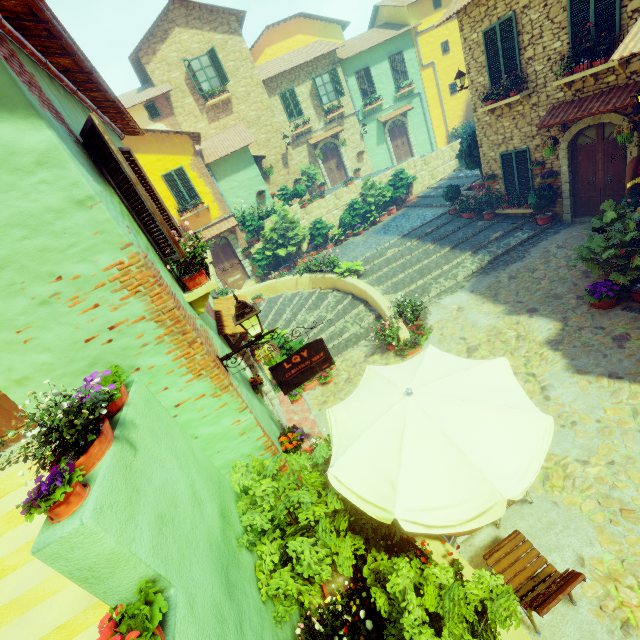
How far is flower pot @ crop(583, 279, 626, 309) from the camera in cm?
734

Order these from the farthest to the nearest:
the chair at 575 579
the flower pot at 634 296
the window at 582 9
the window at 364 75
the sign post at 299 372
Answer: the window at 364 75
the window at 582 9
the flower pot at 634 296
the sign post at 299 372
the chair at 575 579

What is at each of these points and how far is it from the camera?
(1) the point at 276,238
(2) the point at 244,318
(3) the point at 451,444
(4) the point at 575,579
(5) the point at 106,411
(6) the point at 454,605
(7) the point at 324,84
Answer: (1) flower pot, 16.61m
(2) street light, 4.19m
(3) table, 3.23m
(4) chair, 3.29m
(5) flower pot, 2.47m
(6) potted tree, 2.93m
(7) window, 20.38m

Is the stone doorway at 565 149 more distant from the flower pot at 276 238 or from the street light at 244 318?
the street light at 244 318

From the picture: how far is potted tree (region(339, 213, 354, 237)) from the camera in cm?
1795

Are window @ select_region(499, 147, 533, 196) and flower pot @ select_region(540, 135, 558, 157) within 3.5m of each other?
yes

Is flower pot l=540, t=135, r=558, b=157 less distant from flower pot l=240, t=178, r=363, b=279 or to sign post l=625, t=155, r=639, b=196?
sign post l=625, t=155, r=639, b=196

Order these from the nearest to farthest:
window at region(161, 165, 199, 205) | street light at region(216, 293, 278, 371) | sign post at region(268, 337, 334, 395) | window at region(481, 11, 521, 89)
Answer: street light at region(216, 293, 278, 371)
sign post at region(268, 337, 334, 395)
window at region(481, 11, 521, 89)
window at region(161, 165, 199, 205)
